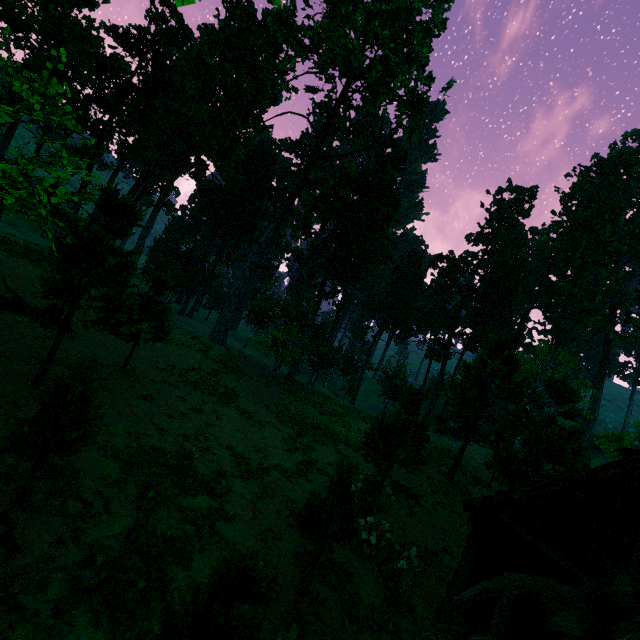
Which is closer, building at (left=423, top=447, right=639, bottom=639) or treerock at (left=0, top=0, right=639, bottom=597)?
building at (left=423, top=447, right=639, bottom=639)

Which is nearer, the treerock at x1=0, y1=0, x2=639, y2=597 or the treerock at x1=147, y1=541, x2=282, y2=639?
the treerock at x1=147, y1=541, x2=282, y2=639

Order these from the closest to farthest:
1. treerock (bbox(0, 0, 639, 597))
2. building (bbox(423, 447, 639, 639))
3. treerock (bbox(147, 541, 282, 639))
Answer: building (bbox(423, 447, 639, 639)), treerock (bbox(147, 541, 282, 639)), treerock (bbox(0, 0, 639, 597))

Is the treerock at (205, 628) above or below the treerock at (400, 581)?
above

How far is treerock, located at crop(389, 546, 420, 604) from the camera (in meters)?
9.52

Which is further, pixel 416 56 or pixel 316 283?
pixel 316 283

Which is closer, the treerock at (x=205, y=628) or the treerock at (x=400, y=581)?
the treerock at (x=205, y=628)

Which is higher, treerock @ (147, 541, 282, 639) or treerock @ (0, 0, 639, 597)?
treerock @ (0, 0, 639, 597)
